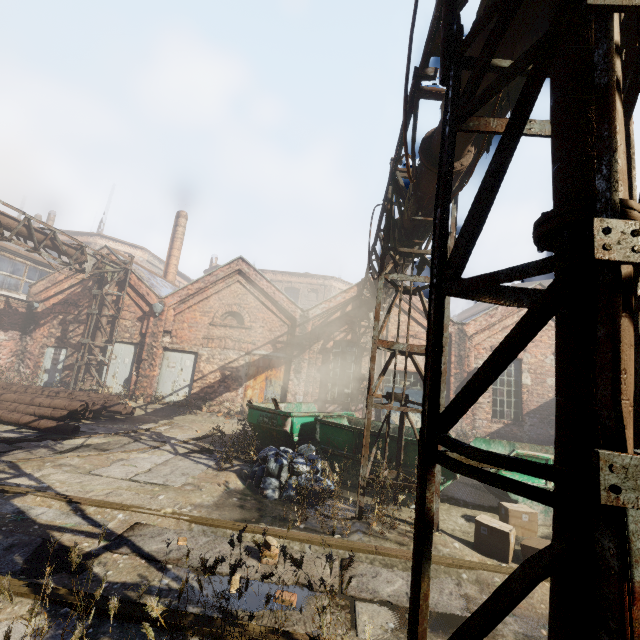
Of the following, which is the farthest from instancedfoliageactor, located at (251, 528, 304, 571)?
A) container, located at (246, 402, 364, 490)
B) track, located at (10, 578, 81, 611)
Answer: container, located at (246, 402, 364, 490)

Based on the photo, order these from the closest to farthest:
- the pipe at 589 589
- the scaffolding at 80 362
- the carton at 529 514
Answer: the pipe at 589 589
the carton at 529 514
the scaffolding at 80 362

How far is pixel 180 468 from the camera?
7.0 meters

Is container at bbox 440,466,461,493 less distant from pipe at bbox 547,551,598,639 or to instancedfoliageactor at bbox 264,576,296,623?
pipe at bbox 547,551,598,639

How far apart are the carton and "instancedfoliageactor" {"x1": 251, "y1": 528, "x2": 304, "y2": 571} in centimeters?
327cm

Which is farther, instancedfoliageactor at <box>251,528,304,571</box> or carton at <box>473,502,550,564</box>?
carton at <box>473,502,550,564</box>

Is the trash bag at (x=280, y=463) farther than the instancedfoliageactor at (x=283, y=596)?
Yes

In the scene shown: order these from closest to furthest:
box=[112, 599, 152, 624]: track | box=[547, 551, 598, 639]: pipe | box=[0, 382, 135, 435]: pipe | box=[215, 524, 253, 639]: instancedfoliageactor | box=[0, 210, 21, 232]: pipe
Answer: box=[547, 551, 598, 639]: pipe < box=[215, 524, 253, 639]: instancedfoliageactor < box=[112, 599, 152, 624]: track < box=[0, 382, 135, 435]: pipe < box=[0, 210, 21, 232]: pipe
